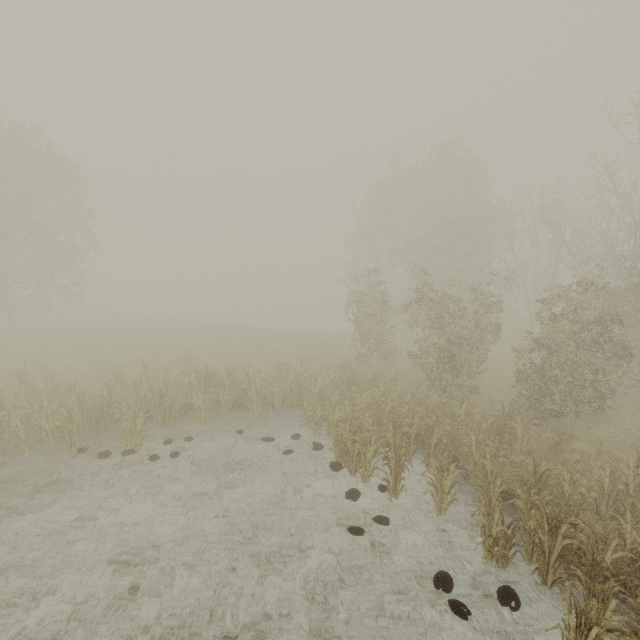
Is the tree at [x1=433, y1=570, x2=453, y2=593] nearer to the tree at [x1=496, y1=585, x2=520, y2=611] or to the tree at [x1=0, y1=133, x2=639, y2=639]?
the tree at [x1=496, y1=585, x2=520, y2=611]

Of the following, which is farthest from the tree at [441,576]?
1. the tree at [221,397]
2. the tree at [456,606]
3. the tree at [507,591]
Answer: the tree at [221,397]

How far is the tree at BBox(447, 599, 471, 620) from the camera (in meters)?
5.90

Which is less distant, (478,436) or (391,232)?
(478,436)

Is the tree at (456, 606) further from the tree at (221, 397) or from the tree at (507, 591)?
the tree at (221, 397)

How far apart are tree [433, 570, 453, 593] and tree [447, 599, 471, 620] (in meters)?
0.13

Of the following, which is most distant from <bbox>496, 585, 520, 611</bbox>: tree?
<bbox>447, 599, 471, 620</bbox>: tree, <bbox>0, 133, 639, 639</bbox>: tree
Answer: <bbox>0, 133, 639, 639</bbox>: tree

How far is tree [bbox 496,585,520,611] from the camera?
6.11m
